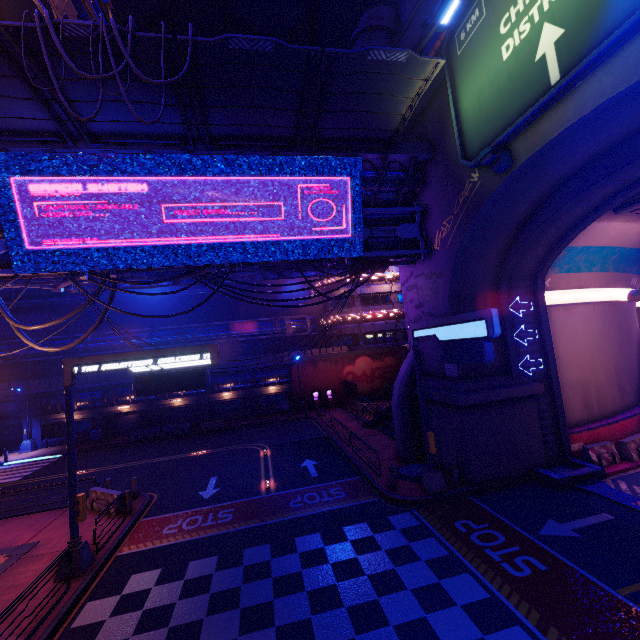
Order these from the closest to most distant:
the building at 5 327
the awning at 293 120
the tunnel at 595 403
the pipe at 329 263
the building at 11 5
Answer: the awning at 293 120, the tunnel at 595 403, the pipe at 329 263, the building at 5 327, the building at 11 5

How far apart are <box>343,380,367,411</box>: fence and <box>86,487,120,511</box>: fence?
20.26m

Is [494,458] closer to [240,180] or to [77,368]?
[240,180]

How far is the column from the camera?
30.9m

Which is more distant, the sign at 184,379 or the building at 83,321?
the building at 83,321

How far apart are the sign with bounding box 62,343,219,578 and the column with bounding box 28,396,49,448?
26.86m

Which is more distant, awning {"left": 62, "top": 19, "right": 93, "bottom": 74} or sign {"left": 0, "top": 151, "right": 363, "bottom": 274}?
sign {"left": 0, "top": 151, "right": 363, "bottom": 274}

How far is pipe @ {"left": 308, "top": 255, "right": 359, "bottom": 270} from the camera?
14.9 meters
